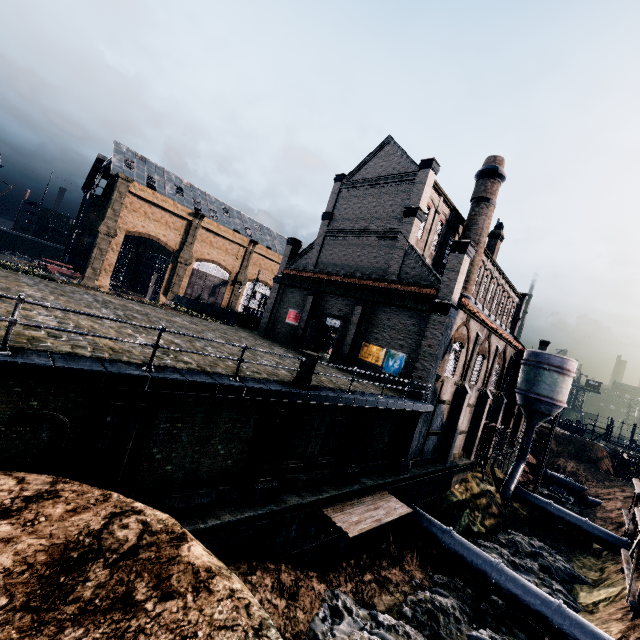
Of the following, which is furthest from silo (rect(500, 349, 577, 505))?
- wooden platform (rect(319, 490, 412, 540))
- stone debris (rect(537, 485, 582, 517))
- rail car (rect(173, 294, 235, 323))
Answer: rail car (rect(173, 294, 235, 323))

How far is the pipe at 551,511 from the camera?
29.1 meters

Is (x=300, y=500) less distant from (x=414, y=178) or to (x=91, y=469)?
(x=91, y=469)

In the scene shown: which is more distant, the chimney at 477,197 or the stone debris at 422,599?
the chimney at 477,197

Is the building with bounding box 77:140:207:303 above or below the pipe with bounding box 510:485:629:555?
above

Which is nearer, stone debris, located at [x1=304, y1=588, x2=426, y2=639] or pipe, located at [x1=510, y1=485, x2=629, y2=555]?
stone debris, located at [x1=304, y1=588, x2=426, y2=639]

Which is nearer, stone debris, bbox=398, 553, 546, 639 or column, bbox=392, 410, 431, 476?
stone debris, bbox=398, 553, 546, 639

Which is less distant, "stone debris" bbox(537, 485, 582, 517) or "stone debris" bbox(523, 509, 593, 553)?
"stone debris" bbox(523, 509, 593, 553)
